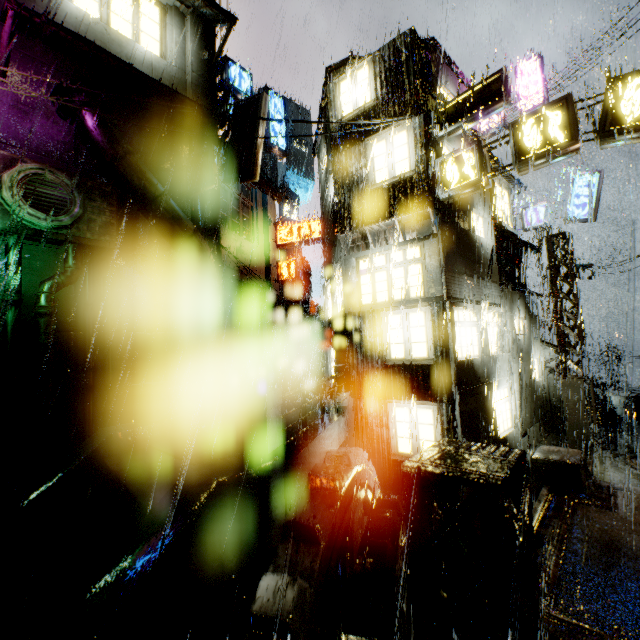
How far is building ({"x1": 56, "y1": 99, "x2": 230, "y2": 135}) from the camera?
11.21m

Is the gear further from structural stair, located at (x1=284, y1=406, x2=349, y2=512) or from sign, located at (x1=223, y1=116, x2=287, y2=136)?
sign, located at (x1=223, y1=116, x2=287, y2=136)

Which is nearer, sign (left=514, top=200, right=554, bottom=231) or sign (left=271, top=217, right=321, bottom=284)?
sign (left=514, top=200, right=554, bottom=231)

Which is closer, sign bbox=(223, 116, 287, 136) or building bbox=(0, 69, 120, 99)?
building bbox=(0, 69, 120, 99)

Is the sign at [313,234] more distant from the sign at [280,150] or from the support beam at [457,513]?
the support beam at [457,513]

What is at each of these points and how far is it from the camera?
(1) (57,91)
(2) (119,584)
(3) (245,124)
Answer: (1) building, 11.6 meters
(2) structural stair, 3.6 meters
(3) sign, 12.5 meters

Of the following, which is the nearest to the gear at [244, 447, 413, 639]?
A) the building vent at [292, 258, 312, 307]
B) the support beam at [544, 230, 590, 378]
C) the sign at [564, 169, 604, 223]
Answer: the support beam at [544, 230, 590, 378]

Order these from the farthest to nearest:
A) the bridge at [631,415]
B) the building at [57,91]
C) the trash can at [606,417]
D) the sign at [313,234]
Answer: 1. the sign at [313,234]
2. the bridge at [631,415]
3. the trash can at [606,417]
4. the building at [57,91]
